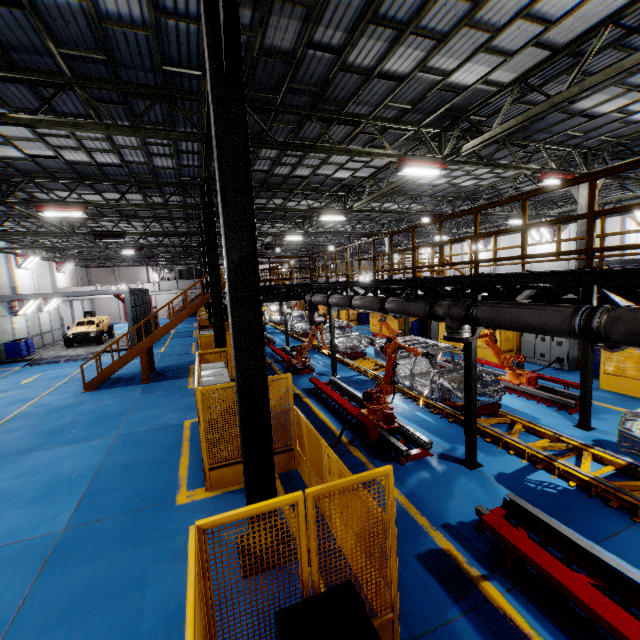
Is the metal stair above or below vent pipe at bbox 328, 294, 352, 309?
below

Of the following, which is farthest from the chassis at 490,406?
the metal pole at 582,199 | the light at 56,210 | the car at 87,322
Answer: A: the car at 87,322

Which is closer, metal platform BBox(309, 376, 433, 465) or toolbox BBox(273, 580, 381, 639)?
toolbox BBox(273, 580, 381, 639)

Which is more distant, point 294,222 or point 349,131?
point 294,222

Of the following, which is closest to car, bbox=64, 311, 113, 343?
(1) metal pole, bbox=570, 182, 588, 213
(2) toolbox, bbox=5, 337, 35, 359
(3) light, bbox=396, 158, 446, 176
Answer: (2) toolbox, bbox=5, 337, 35, 359

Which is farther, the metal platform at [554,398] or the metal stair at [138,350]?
the metal stair at [138,350]

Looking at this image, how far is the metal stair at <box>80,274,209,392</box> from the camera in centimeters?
1426cm

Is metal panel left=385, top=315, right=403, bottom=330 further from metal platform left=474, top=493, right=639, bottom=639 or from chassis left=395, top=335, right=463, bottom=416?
chassis left=395, top=335, right=463, bottom=416
